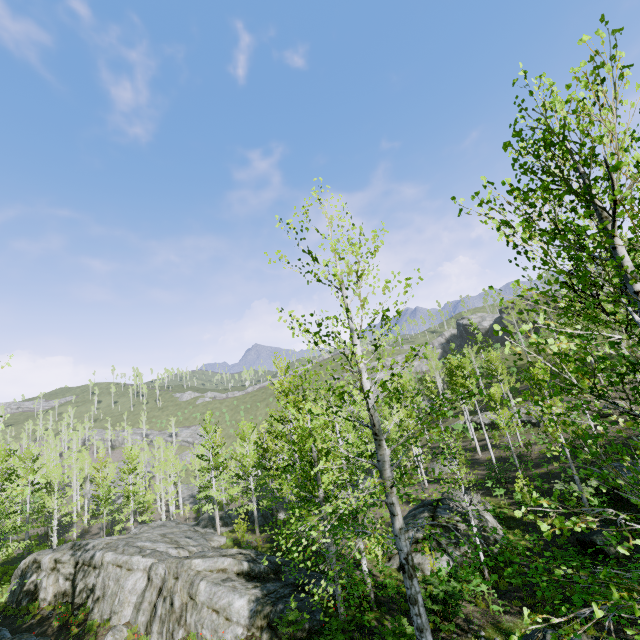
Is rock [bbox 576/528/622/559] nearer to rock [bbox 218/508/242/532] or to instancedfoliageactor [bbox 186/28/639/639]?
rock [bbox 218/508/242/532]

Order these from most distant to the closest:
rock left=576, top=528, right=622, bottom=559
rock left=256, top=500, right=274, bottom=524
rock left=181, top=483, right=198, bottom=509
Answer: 1. rock left=181, top=483, right=198, bottom=509
2. rock left=256, top=500, right=274, bottom=524
3. rock left=576, top=528, right=622, bottom=559

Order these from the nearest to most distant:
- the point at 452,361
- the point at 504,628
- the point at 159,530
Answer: the point at 504,628
the point at 159,530
the point at 452,361

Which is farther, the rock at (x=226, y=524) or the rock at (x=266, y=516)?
the rock at (x=266, y=516)

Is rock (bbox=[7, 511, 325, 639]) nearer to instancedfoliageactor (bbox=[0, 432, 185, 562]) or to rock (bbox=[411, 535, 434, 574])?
instancedfoliageactor (bbox=[0, 432, 185, 562])

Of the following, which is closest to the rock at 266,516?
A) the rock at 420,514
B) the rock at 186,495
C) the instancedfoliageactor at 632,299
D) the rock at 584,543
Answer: the instancedfoliageactor at 632,299
